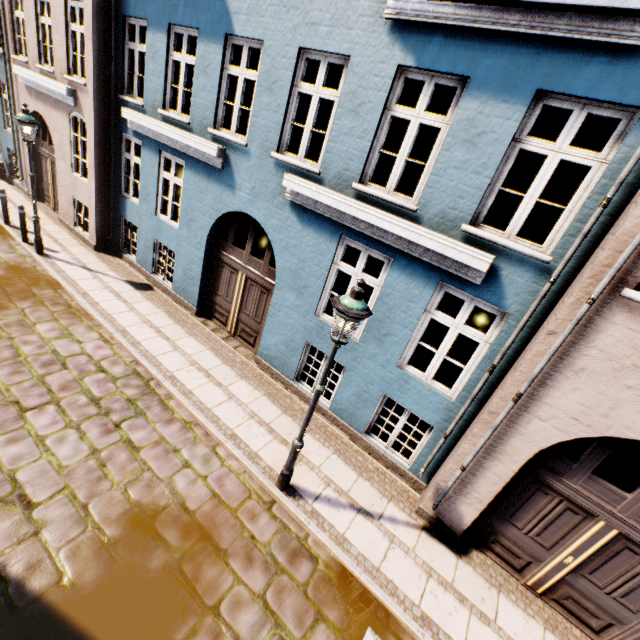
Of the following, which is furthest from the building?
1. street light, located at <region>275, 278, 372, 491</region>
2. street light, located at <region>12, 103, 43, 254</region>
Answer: street light, located at <region>275, 278, 372, 491</region>

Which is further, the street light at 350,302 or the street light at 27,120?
the street light at 27,120

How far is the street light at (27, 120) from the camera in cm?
788

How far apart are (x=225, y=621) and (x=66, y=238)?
12.17m

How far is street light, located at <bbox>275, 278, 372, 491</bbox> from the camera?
3.73m

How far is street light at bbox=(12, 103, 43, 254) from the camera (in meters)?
7.88

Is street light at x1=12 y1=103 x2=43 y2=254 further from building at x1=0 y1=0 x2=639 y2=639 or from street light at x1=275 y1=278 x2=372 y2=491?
street light at x1=275 y1=278 x2=372 y2=491

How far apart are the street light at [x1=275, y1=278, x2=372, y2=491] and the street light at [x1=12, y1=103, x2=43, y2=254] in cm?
974
